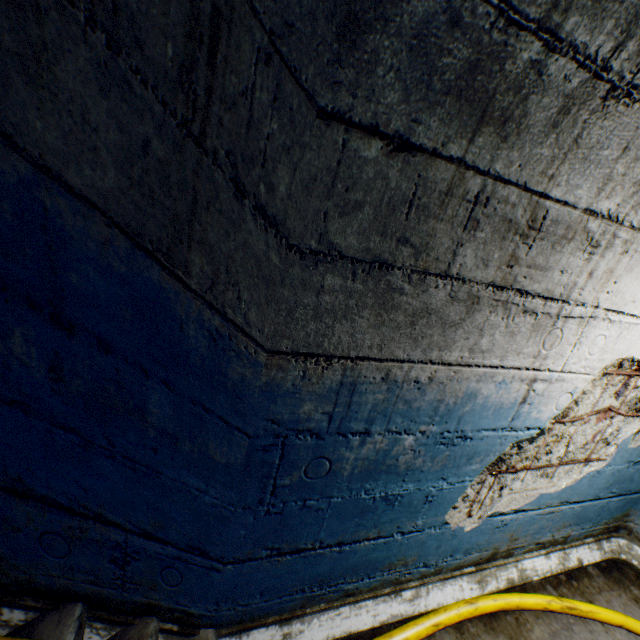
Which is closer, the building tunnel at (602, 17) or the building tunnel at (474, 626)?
the building tunnel at (602, 17)

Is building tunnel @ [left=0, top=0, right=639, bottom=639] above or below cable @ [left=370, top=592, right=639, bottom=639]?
above

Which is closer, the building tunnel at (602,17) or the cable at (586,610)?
the building tunnel at (602,17)

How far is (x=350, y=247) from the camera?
0.95m

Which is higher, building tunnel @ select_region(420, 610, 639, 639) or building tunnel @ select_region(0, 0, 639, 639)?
building tunnel @ select_region(0, 0, 639, 639)

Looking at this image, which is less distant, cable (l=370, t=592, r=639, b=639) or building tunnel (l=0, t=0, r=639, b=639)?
building tunnel (l=0, t=0, r=639, b=639)

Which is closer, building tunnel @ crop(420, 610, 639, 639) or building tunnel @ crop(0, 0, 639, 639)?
building tunnel @ crop(0, 0, 639, 639)
